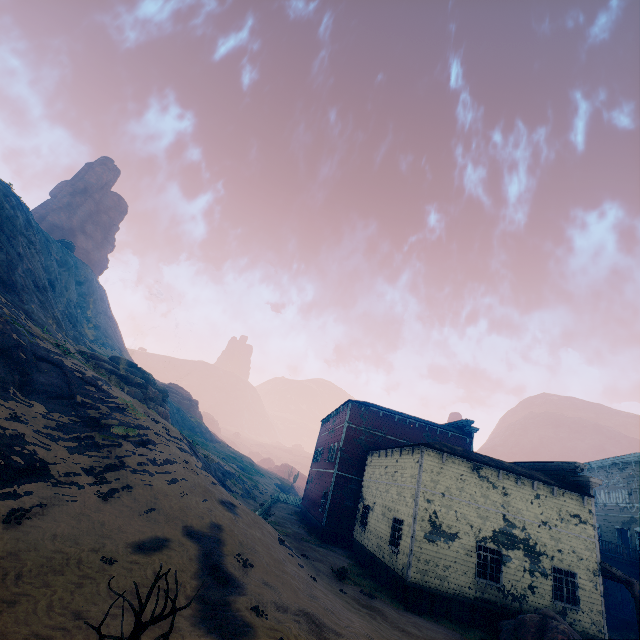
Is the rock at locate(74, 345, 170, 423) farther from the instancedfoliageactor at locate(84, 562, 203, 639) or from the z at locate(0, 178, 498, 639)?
the instancedfoliageactor at locate(84, 562, 203, 639)

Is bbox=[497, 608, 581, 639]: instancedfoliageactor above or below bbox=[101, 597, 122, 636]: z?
above

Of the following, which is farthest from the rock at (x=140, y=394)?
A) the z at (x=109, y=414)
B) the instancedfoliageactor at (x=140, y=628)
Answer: the instancedfoliageactor at (x=140, y=628)

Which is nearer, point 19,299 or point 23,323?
point 23,323

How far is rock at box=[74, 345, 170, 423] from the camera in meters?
27.3 m

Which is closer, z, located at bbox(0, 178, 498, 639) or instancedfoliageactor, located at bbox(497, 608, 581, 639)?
z, located at bbox(0, 178, 498, 639)

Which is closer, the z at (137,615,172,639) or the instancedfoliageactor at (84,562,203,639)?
the instancedfoliageactor at (84,562,203,639)

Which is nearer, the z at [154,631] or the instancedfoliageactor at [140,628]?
the instancedfoliageactor at [140,628]
